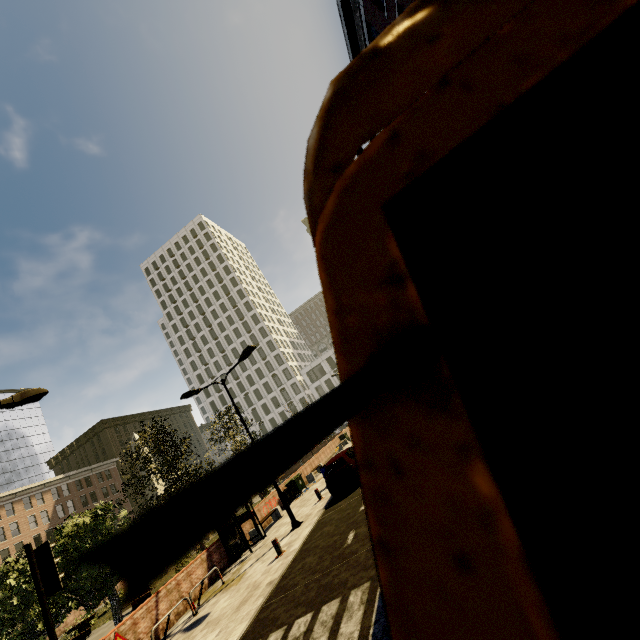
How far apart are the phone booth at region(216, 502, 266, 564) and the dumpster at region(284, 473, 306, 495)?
6.0 meters

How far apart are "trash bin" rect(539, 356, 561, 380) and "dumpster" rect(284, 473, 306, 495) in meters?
17.1

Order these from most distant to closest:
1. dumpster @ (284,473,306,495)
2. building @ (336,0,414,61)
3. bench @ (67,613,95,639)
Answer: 1. dumpster @ (284,473,306,495)
2. bench @ (67,613,95,639)
3. building @ (336,0,414,61)

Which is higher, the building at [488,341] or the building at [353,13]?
the building at [353,13]

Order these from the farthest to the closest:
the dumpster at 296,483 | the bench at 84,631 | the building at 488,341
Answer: the building at 488,341 → the dumpster at 296,483 → the bench at 84,631

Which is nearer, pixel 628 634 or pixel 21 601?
pixel 628 634

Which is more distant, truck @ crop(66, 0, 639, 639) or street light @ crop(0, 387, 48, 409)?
street light @ crop(0, 387, 48, 409)

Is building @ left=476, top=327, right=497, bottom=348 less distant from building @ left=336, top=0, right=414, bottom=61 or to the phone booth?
building @ left=336, top=0, right=414, bottom=61
